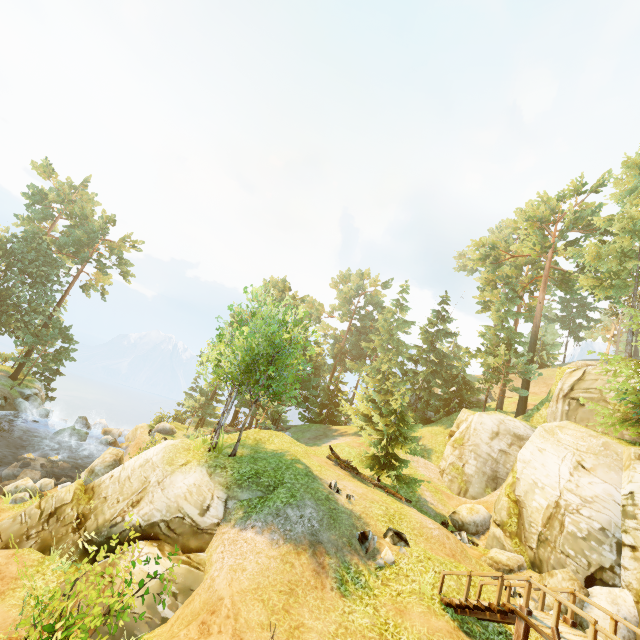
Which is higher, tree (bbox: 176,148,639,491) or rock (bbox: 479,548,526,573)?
tree (bbox: 176,148,639,491)

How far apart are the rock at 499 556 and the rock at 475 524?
2.7m

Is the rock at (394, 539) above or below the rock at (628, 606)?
below

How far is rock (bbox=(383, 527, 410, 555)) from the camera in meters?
12.2

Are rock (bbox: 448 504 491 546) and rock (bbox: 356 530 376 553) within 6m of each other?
no

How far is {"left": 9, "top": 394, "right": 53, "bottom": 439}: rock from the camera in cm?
Answer: 2864

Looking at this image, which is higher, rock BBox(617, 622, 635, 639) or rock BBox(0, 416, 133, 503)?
rock BBox(617, 622, 635, 639)

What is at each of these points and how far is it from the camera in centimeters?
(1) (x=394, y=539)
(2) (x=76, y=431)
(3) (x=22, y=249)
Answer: (1) rock, 1259cm
(2) rock, 2836cm
(3) tree, 3312cm
